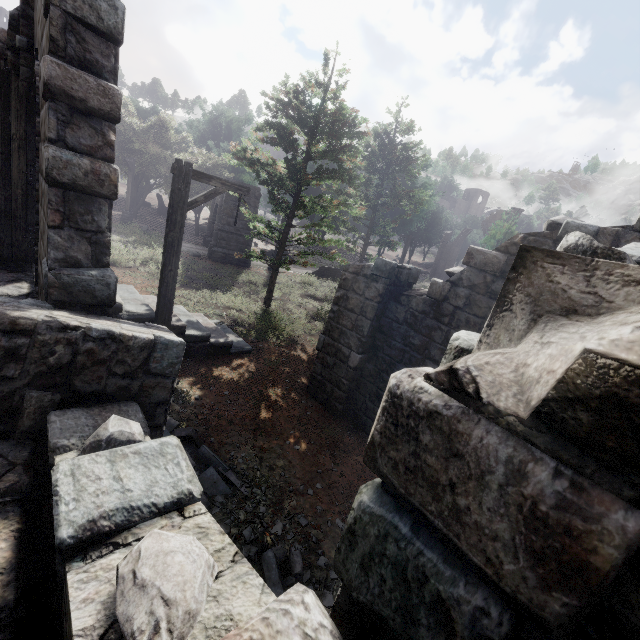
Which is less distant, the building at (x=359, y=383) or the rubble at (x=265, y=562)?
the rubble at (x=265, y=562)

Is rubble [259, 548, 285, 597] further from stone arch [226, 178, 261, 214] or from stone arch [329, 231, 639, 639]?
stone arch [226, 178, 261, 214]

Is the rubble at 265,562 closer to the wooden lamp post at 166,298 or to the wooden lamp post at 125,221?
the wooden lamp post at 166,298

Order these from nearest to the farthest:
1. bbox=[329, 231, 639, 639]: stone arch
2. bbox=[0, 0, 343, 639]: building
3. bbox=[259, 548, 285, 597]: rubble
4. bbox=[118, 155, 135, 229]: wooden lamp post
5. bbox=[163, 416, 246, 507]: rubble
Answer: bbox=[329, 231, 639, 639]: stone arch, bbox=[0, 0, 343, 639]: building, bbox=[259, 548, 285, 597]: rubble, bbox=[163, 416, 246, 507]: rubble, bbox=[118, 155, 135, 229]: wooden lamp post

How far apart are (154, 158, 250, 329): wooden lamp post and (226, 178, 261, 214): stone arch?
13.99m

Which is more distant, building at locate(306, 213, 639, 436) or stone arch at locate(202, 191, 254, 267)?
stone arch at locate(202, 191, 254, 267)

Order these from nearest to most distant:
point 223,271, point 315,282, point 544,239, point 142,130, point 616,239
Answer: point 616,239
point 544,239
point 223,271
point 315,282
point 142,130

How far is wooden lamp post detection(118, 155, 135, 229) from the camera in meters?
21.3
